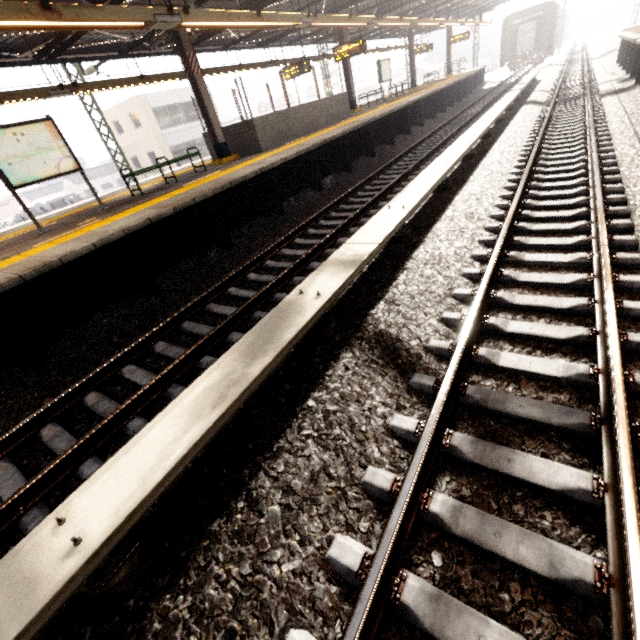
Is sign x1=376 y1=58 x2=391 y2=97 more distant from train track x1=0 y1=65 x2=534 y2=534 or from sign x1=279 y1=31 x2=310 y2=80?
sign x1=279 y1=31 x2=310 y2=80

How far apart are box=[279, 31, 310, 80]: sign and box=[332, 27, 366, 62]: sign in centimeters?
138cm

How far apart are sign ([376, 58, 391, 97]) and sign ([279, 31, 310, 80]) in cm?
604

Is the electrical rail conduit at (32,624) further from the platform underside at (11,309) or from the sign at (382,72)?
the sign at (382,72)

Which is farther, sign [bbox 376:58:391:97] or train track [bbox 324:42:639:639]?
sign [bbox 376:58:391:97]

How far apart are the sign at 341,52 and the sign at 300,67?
1.4 meters

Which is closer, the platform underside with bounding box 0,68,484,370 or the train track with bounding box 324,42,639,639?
the train track with bounding box 324,42,639,639

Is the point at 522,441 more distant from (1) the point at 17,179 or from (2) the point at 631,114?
(2) the point at 631,114
